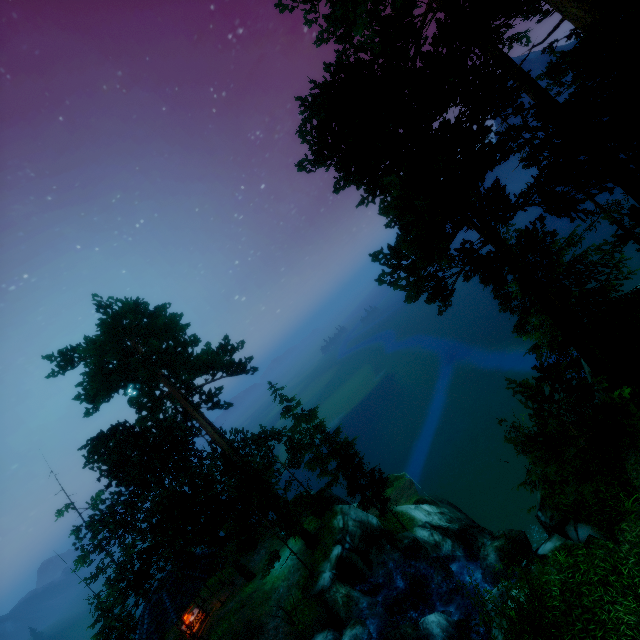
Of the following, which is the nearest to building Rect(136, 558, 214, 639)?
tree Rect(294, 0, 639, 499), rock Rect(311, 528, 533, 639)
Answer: tree Rect(294, 0, 639, 499)

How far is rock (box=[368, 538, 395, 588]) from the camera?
19.66m

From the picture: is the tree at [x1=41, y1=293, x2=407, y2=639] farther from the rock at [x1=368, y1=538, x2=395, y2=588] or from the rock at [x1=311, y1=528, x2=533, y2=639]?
the rock at [x1=368, y1=538, x2=395, y2=588]

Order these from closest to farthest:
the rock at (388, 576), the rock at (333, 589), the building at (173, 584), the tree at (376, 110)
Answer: the tree at (376, 110)
the rock at (333, 589)
the rock at (388, 576)
the building at (173, 584)

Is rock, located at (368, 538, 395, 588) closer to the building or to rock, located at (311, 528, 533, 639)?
rock, located at (311, 528, 533, 639)

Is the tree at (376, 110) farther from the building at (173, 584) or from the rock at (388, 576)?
the rock at (388, 576)

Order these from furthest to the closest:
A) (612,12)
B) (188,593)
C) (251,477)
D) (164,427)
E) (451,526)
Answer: (451,526) → (164,427) → (188,593) → (251,477) → (612,12)

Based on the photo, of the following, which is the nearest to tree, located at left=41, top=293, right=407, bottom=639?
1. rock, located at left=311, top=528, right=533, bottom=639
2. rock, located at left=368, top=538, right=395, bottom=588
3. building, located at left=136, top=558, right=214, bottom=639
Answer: building, located at left=136, top=558, right=214, bottom=639
